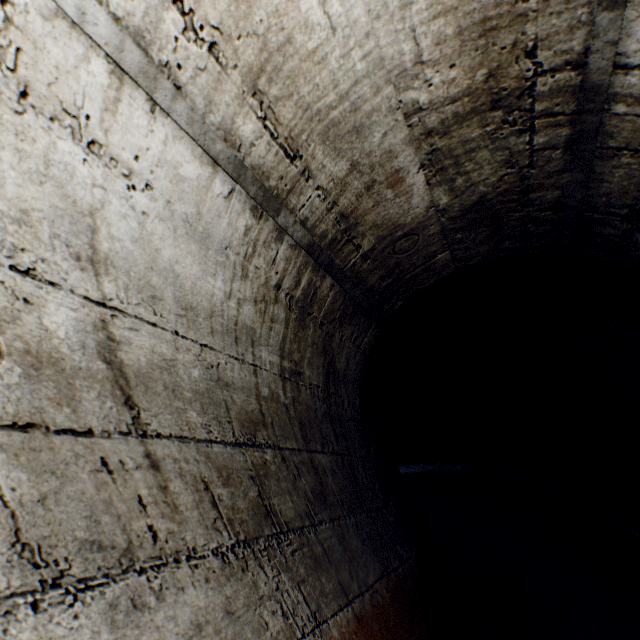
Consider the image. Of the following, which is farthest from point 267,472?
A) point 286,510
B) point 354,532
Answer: point 354,532
